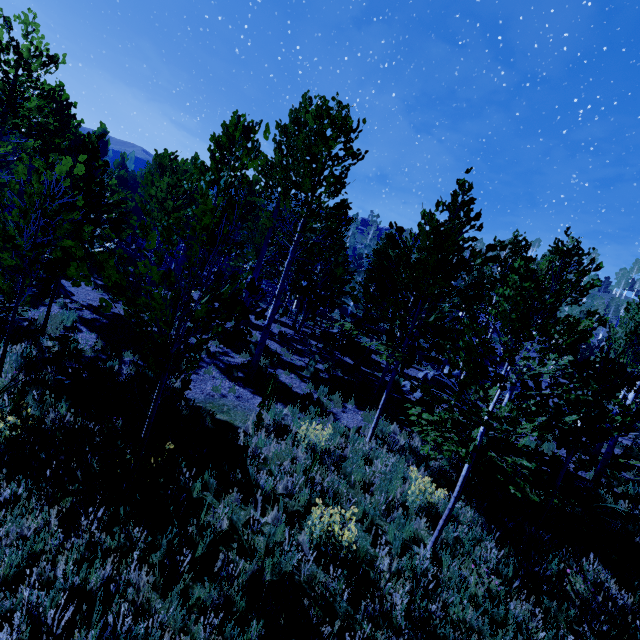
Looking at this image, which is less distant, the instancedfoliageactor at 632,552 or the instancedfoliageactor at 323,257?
the instancedfoliageactor at 323,257

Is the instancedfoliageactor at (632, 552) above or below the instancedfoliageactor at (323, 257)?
below

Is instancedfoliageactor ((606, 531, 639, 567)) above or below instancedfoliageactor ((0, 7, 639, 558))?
below

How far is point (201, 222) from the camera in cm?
478

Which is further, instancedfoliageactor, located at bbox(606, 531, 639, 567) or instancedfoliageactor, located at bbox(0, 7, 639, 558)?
instancedfoliageactor, located at bbox(606, 531, 639, 567)
